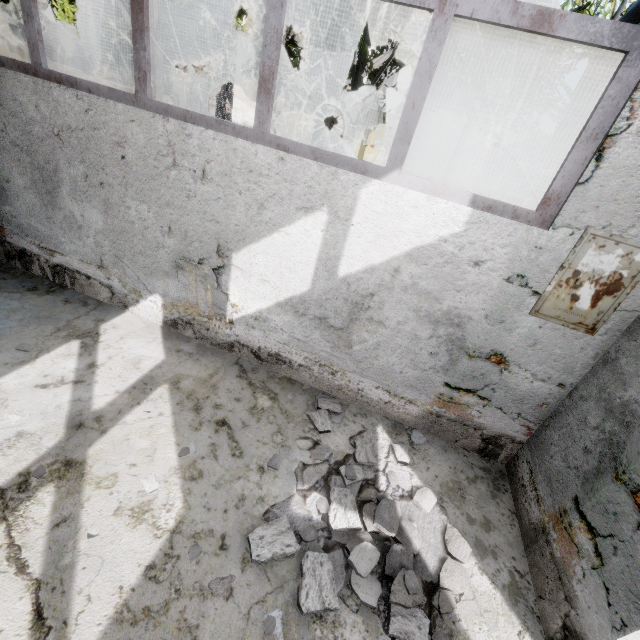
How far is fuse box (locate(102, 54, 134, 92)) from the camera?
15.94m

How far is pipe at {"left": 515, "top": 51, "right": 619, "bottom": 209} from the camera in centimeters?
349cm

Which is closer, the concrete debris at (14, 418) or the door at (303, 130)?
the concrete debris at (14, 418)

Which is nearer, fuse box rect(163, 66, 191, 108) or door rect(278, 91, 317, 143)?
fuse box rect(163, 66, 191, 108)

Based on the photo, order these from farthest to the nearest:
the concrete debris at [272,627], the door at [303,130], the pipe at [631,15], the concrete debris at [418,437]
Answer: the door at [303,130] → the concrete debris at [418,437] → the pipe at [631,15] → the concrete debris at [272,627]

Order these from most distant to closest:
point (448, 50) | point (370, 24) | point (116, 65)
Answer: point (116, 65) < point (370, 24) < point (448, 50)

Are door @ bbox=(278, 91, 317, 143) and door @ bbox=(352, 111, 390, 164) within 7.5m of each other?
yes

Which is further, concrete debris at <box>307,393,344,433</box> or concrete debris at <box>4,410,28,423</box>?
concrete debris at <box>307,393,344,433</box>
